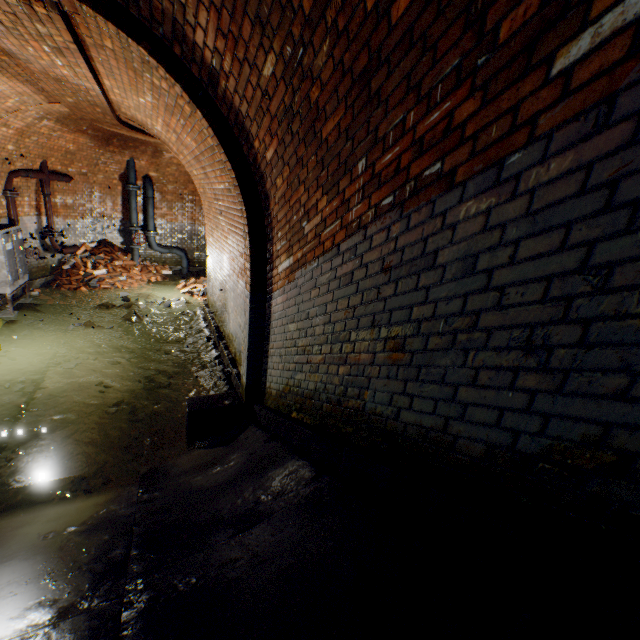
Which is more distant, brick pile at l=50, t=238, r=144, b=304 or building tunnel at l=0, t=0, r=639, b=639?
brick pile at l=50, t=238, r=144, b=304

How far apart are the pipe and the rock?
7.30m

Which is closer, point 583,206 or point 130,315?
point 583,206

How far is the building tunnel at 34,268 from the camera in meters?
8.0 m

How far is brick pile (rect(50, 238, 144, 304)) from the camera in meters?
9.1

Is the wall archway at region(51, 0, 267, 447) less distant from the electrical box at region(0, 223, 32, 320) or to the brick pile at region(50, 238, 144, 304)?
the brick pile at region(50, 238, 144, 304)

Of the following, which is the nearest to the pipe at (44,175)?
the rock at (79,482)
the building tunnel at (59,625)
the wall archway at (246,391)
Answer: the building tunnel at (59,625)

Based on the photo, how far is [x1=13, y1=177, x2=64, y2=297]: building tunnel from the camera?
8.0m
